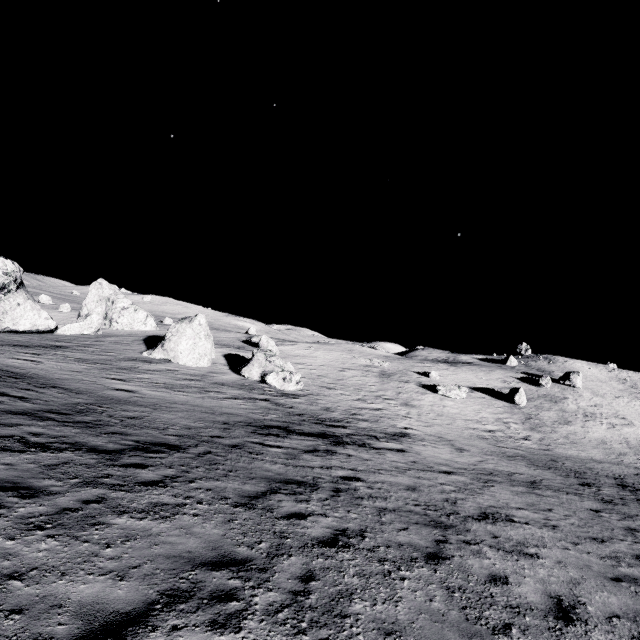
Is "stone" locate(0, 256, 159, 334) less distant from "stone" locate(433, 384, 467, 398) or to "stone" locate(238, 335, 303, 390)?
"stone" locate(238, 335, 303, 390)

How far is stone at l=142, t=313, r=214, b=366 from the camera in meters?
27.6

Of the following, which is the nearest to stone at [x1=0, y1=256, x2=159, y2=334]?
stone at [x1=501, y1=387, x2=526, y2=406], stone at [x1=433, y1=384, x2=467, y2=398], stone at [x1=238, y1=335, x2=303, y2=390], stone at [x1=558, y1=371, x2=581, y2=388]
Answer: stone at [x1=238, y1=335, x2=303, y2=390]

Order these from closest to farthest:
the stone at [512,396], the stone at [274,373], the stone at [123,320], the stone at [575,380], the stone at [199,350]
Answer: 1. the stone at [274,373]
2. the stone at [199,350]
3. the stone at [123,320]
4. the stone at [512,396]
5. the stone at [575,380]

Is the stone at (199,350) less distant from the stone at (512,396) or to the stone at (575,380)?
the stone at (512,396)

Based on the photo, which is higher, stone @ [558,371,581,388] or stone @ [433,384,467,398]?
stone @ [558,371,581,388]

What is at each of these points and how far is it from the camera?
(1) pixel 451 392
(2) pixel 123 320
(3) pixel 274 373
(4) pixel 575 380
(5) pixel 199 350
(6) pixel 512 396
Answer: (1) stone, 36.8 meters
(2) stone, 46.2 meters
(3) stone, 26.2 meters
(4) stone, 48.7 meters
(5) stone, 28.4 meters
(6) stone, 38.7 meters

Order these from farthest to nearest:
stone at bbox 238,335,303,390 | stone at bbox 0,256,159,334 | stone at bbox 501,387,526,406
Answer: stone at bbox 501,387,526,406 → stone at bbox 0,256,159,334 → stone at bbox 238,335,303,390
